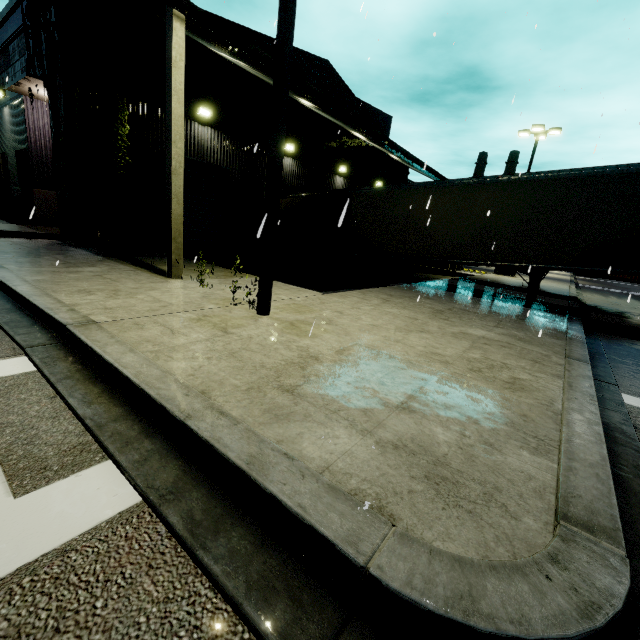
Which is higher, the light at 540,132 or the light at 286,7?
the light at 540,132

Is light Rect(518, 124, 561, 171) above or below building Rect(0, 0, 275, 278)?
above

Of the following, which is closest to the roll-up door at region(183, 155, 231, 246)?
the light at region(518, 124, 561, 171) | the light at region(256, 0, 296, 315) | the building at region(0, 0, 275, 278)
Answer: the building at region(0, 0, 275, 278)

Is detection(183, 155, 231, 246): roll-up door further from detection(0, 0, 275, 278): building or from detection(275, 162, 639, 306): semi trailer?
detection(275, 162, 639, 306): semi trailer

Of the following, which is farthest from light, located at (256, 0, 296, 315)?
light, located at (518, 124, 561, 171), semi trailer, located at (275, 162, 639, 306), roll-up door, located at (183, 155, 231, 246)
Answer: light, located at (518, 124, 561, 171)

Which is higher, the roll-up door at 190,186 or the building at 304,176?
the building at 304,176

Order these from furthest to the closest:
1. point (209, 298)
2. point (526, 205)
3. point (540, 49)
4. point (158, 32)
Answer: point (540, 49), point (158, 32), point (526, 205), point (209, 298)

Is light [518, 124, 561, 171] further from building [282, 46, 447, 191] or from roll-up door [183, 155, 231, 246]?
roll-up door [183, 155, 231, 246]
